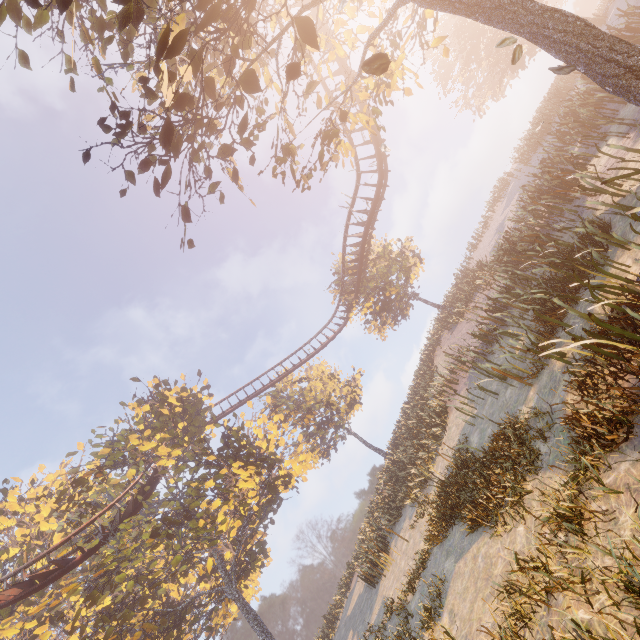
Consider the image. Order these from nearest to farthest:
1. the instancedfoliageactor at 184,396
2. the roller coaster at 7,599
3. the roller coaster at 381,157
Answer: the instancedfoliageactor at 184,396, the roller coaster at 7,599, the roller coaster at 381,157

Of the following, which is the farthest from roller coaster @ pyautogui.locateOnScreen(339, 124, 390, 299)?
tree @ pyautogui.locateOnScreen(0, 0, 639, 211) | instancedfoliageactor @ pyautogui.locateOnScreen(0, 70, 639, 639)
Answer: instancedfoliageactor @ pyautogui.locateOnScreen(0, 70, 639, 639)

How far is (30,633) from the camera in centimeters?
2081cm

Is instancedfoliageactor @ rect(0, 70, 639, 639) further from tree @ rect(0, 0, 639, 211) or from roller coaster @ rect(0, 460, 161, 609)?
tree @ rect(0, 0, 639, 211)

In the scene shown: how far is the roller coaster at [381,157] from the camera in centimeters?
1925cm

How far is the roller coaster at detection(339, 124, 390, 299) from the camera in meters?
19.2

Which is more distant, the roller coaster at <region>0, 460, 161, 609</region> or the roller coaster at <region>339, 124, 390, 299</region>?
the roller coaster at <region>339, 124, 390, 299</region>
